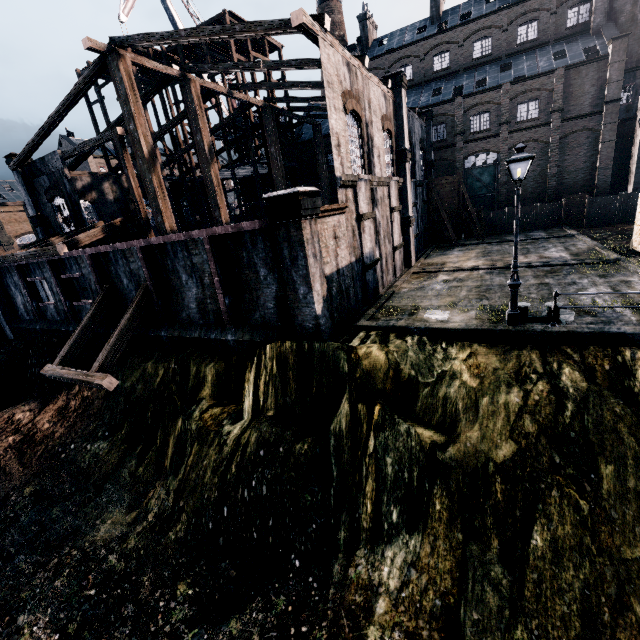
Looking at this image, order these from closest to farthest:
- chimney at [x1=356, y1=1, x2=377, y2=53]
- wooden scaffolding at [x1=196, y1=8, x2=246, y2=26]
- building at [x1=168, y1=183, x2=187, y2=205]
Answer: wooden scaffolding at [x1=196, y1=8, x2=246, y2=26] < building at [x1=168, y1=183, x2=187, y2=205] < chimney at [x1=356, y1=1, x2=377, y2=53]

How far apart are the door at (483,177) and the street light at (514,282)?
32.1 meters

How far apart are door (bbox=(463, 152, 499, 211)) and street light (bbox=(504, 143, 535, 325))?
32.07m

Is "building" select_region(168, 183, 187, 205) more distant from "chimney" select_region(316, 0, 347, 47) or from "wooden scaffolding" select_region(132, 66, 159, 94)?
"chimney" select_region(316, 0, 347, 47)

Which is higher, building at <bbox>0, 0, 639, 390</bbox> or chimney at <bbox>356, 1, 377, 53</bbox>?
chimney at <bbox>356, 1, 377, 53</bbox>

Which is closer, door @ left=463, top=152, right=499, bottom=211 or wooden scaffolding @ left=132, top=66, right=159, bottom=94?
wooden scaffolding @ left=132, top=66, right=159, bottom=94

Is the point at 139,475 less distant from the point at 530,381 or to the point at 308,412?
the point at 308,412

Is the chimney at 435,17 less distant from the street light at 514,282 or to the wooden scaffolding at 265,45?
the wooden scaffolding at 265,45
